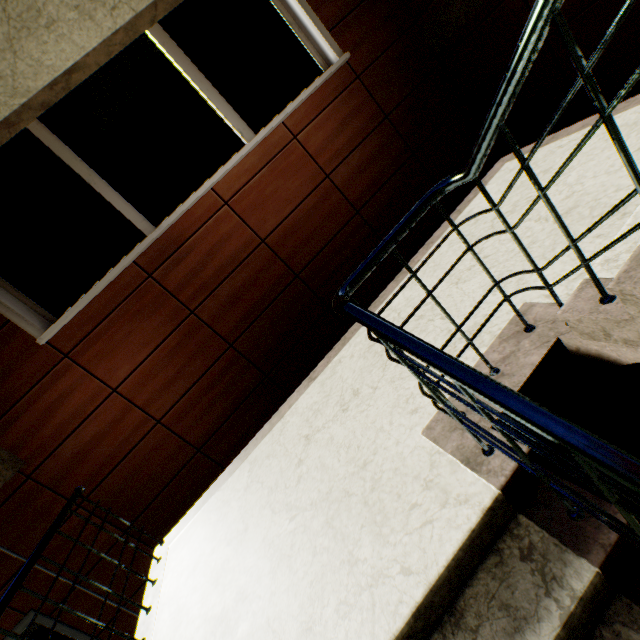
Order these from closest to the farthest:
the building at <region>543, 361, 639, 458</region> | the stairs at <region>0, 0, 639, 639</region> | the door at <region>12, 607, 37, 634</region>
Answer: the stairs at <region>0, 0, 639, 639</region>
the building at <region>543, 361, 639, 458</region>
the door at <region>12, 607, 37, 634</region>

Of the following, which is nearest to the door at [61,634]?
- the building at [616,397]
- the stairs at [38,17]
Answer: the stairs at [38,17]

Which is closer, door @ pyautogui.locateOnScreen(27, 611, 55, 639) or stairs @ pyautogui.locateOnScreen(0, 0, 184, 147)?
stairs @ pyautogui.locateOnScreen(0, 0, 184, 147)

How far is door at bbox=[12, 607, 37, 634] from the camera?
2.89m

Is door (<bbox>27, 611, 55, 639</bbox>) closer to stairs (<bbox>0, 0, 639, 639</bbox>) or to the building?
stairs (<bbox>0, 0, 639, 639</bbox>)

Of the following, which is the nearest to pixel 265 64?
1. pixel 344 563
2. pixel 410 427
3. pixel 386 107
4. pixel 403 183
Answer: pixel 386 107
